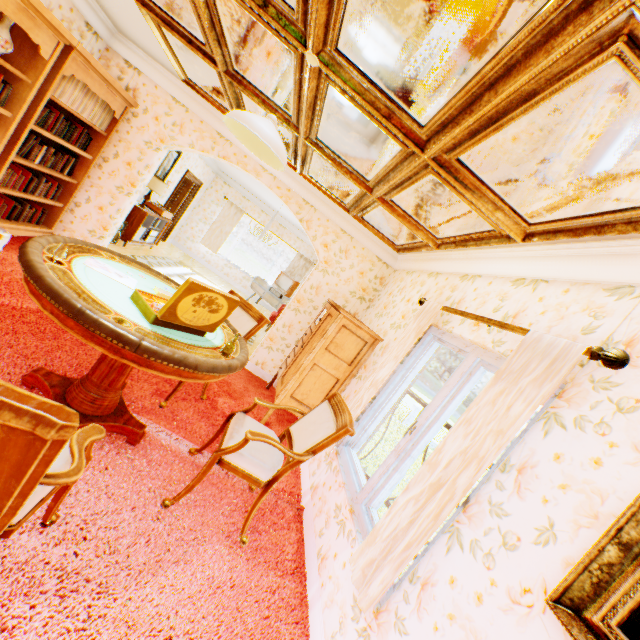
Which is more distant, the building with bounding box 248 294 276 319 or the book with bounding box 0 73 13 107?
the building with bounding box 248 294 276 319

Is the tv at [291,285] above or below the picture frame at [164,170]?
below

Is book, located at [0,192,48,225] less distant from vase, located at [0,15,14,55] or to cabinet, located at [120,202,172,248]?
vase, located at [0,15,14,55]

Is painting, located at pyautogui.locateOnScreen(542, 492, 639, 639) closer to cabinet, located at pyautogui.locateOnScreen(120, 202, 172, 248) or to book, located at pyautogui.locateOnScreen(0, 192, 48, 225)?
book, located at pyautogui.locateOnScreen(0, 192, 48, 225)

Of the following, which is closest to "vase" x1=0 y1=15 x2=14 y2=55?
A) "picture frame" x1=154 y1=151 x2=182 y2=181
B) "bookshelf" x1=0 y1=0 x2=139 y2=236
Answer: "bookshelf" x1=0 y1=0 x2=139 y2=236

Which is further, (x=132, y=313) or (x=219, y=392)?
(x=219, y=392)

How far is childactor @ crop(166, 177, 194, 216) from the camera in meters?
10.6 m

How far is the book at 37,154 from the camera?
3.8m
